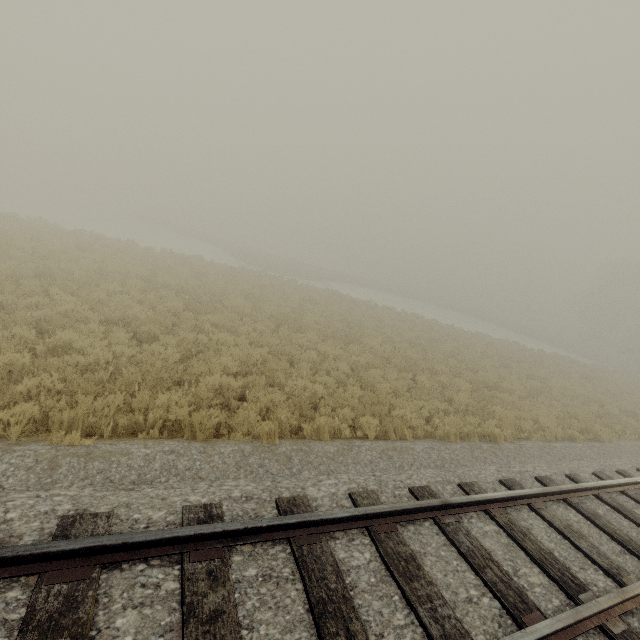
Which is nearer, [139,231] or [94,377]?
[94,377]
